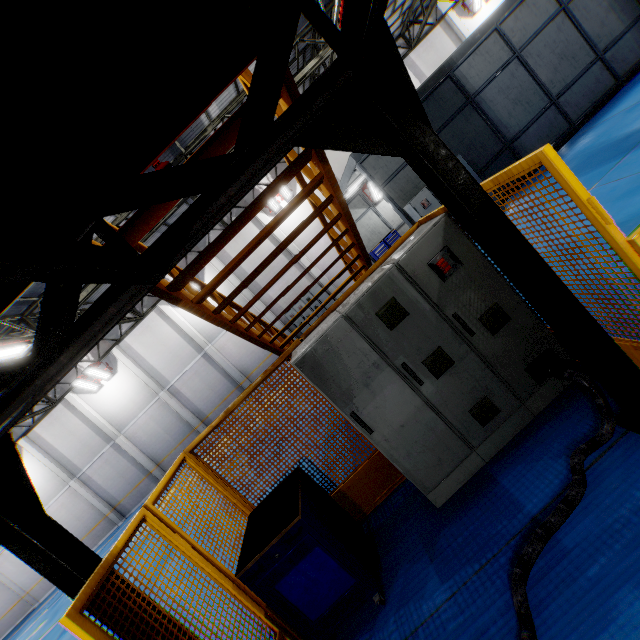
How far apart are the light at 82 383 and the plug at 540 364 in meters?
21.7

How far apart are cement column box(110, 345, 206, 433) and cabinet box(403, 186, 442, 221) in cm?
1727

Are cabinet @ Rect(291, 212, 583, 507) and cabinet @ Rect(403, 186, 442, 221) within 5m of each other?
no

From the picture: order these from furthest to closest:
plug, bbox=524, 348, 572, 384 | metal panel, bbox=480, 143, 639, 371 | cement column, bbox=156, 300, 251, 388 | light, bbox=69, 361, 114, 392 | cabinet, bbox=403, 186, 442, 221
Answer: cement column, bbox=156, 300, 251, 388 → light, bbox=69, 361, 114, 392 → cabinet, bbox=403, 186, 442, 221 → plug, bbox=524, 348, 572, 384 → metal panel, bbox=480, 143, 639, 371

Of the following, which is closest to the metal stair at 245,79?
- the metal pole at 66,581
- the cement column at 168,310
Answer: the metal pole at 66,581

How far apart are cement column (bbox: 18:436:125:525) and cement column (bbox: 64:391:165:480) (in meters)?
3.32

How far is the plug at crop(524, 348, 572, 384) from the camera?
3.0 meters

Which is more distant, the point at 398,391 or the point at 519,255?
the point at 398,391
